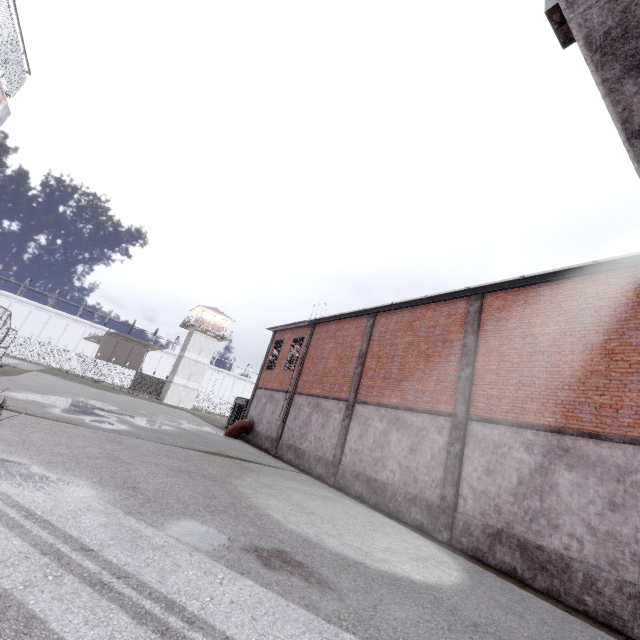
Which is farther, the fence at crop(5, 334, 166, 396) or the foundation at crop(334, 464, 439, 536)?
the fence at crop(5, 334, 166, 396)

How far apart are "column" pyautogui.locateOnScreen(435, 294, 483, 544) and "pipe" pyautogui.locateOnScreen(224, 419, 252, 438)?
15.64m

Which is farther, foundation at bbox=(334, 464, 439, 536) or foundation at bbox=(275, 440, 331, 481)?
foundation at bbox=(275, 440, 331, 481)

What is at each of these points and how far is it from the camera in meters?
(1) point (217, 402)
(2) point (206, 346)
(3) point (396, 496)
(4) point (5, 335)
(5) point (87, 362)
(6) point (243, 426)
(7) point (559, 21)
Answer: (1) fence, 56.0
(2) building, 50.1
(3) foundation, 12.2
(4) cage, 24.1
(5) fence, 46.1
(6) pipe, 23.3
(7) cage, 1.4

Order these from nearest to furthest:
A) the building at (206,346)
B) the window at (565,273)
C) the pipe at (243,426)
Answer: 1. the window at (565,273)
2. the pipe at (243,426)
3. the building at (206,346)

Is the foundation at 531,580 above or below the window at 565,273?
below

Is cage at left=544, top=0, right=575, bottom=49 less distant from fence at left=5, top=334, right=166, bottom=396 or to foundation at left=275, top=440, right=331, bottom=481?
fence at left=5, top=334, right=166, bottom=396

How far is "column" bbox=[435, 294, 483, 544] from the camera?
10.4m
